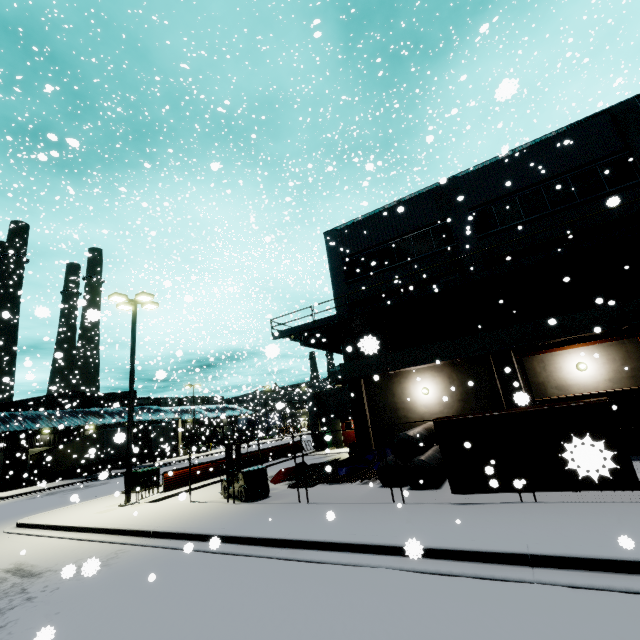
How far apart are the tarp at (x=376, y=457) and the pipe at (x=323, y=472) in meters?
0.1

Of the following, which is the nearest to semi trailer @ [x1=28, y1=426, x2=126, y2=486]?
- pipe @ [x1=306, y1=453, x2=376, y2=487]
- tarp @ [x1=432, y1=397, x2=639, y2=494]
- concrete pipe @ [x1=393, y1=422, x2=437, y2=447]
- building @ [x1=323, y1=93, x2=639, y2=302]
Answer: building @ [x1=323, y1=93, x2=639, y2=302]

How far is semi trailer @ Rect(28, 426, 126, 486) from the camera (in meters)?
30.08

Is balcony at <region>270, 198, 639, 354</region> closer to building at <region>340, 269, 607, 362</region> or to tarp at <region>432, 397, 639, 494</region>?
building at <region>340, 269, 607, 362</region>

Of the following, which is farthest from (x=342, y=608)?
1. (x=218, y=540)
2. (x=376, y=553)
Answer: (x=218, y=540)

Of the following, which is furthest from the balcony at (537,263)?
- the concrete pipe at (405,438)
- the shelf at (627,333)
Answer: the concrete pipe at (405,438)

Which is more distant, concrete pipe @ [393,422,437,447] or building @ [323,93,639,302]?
building @ [323,93,639,302]

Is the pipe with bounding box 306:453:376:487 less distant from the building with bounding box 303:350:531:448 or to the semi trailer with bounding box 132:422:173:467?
the building with bounding box 303:350:531:448
